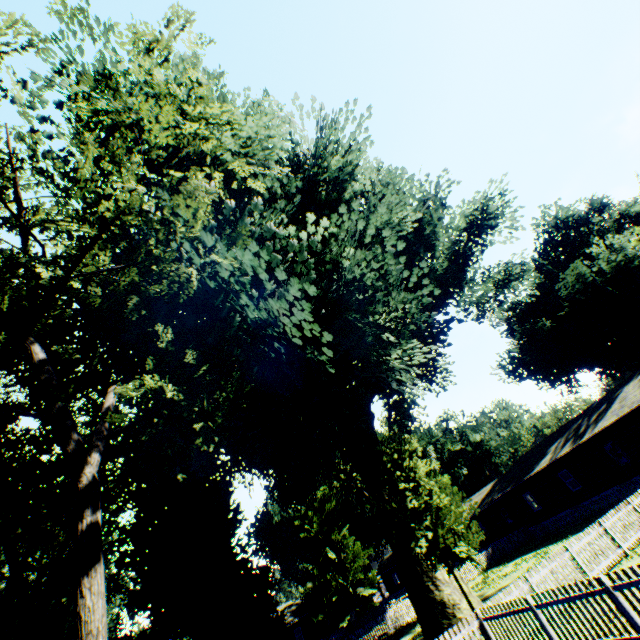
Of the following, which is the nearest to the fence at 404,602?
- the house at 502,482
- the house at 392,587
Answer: the house at 502,482

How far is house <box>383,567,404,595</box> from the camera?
58.4m

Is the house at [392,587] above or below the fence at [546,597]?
above

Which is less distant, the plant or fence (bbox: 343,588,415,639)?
the plant

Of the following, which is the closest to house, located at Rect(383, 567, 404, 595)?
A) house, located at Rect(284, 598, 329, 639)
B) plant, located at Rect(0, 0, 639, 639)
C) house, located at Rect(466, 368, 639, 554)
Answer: plant, located at Rect(0, 0, 639, 639)

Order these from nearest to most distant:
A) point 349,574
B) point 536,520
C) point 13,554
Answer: point 13,554 → point 536,520 → point 349,574

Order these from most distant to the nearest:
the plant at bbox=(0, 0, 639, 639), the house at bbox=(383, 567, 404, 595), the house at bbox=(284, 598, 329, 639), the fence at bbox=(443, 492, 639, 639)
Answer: the house at bbox=(383, 567, 404, 595) → the house at bbox=(284, 598, 329, 639) → the plant at bbox=(0, 0, 639, 639) → the fence at bbox=(443, 492, 639, 639)

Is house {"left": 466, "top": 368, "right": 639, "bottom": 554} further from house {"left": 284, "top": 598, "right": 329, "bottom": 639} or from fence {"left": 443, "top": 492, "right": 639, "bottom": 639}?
house {"left": 284, "top": 598, "right": 329, "bottom": 639}
